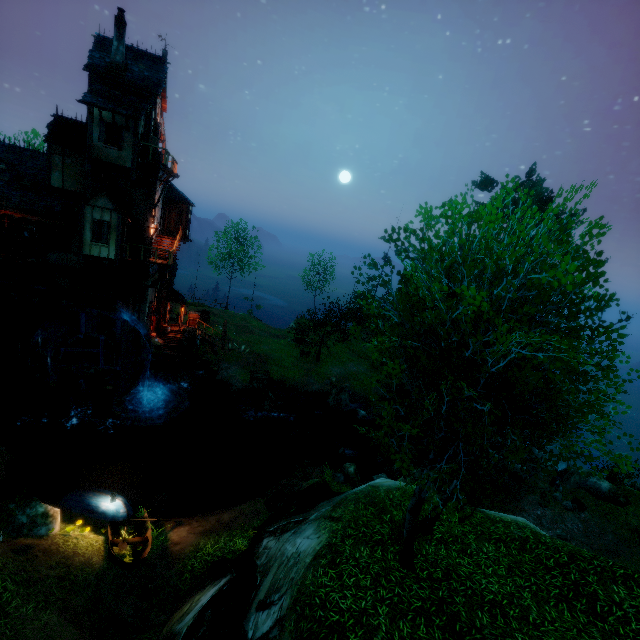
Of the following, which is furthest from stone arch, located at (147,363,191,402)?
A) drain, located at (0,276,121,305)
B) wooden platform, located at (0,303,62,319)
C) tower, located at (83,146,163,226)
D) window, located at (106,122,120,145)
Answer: window, located at (106,122,120,145)

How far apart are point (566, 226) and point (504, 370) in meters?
3.6 m

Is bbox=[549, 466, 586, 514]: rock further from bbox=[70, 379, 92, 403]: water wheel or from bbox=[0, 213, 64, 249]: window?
bbox=[0, 213, 64, 249]: window

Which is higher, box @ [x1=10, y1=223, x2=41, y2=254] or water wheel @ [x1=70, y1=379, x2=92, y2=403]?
box @ [x1=10, y1=223, x2=41, y2=254]

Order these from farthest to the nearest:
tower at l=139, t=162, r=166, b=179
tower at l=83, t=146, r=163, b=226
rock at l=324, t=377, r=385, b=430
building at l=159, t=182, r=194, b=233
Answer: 1. rock at l=324, t=377, r=385, b=430
2. building at l=159, t=182, r=194, b=233
3. tower at l=139, t=162, r=166, b=179
4. tower at l=83, t=146, r=163, b=226

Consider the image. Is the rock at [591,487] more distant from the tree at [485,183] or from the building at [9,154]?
the building at [9,154]

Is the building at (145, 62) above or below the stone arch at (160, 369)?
above

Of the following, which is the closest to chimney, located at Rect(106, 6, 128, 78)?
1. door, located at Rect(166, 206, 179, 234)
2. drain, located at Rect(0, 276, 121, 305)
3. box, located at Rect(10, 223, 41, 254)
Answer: door, located at Rect(166, 206, 179, 234)
